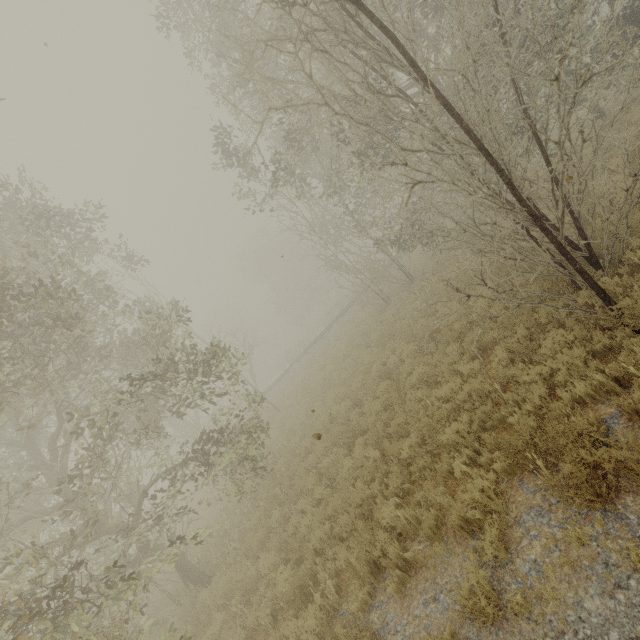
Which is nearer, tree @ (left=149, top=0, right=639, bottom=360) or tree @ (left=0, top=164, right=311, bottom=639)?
tree @ (left=149, top=0, right=639, bottom=360)

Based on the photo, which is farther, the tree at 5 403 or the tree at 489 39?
the tree at 5 403

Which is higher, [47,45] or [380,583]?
[47,45]
